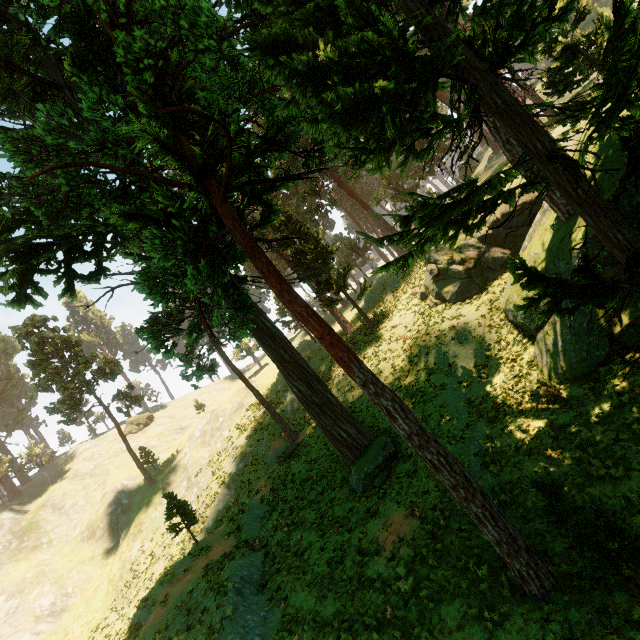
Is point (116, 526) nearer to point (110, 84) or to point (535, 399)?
point (110, 84)

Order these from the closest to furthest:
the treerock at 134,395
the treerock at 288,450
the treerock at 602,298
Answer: the treerock at 602,298 < the treerock at 288,450 < the treerock at 134,395

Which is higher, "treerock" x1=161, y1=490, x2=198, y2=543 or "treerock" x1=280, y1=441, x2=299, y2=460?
"treerock" x1=161, y1=490, x2=198, y2=543

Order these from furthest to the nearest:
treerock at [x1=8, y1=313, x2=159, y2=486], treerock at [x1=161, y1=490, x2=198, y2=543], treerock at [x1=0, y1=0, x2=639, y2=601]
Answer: treerock at [x1=8, y1=313, x2=159, y2=486] → treerock at [x1=161, y1=490, x2=198, y2=543] → treerock at [x1=0, y1=0, x2=639, y2=601]

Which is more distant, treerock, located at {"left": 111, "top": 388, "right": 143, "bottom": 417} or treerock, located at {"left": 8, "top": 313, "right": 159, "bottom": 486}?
treerock, located at {"left": 111, "top": 388, "right": 143, "bottom": 417}

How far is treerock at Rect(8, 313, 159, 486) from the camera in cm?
3472

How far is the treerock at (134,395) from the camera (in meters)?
38.55
